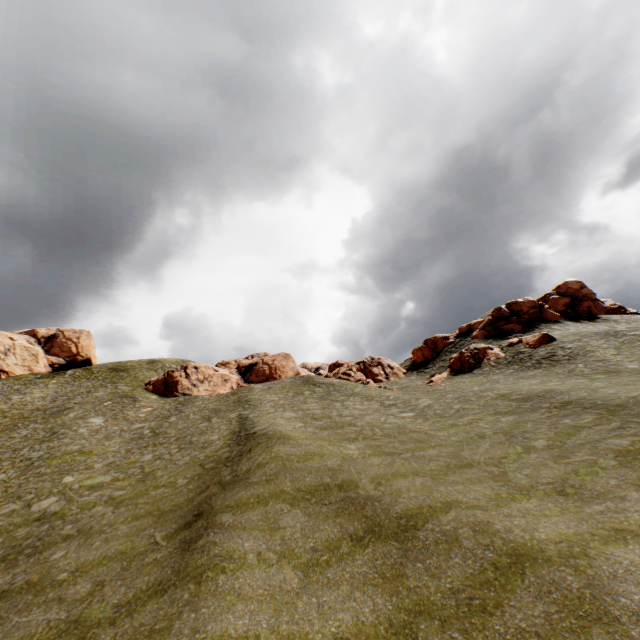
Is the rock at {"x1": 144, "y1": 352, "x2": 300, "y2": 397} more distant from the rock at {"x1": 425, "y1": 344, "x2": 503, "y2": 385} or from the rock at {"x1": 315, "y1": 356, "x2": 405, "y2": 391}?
the rock at {"x1": 425, "y1": 344, "x2": 503, "y2": 385}

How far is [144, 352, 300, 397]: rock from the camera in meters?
49.0 m

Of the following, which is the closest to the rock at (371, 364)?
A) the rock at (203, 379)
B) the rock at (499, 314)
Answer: the rock at (499, 314)

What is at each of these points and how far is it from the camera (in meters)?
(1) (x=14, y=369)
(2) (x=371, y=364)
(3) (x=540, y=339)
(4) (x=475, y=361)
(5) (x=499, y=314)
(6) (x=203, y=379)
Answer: (1) rock, 58.50
(2) rock, 52.16
(3) rock, 35.62
(4) rock, 39.97
(5) rock, 47.62
(6) rock, 52.12

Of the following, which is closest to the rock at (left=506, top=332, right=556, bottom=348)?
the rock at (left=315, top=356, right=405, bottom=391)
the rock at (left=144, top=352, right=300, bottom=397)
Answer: the rock at (left=315, top=356, right=405, bottom=391)

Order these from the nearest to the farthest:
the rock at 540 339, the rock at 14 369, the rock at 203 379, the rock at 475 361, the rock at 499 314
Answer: the rock at 540 339 < the rock at 475 361 < the rock at 499 314 < the rock at 203 379 < the rock at 14 369

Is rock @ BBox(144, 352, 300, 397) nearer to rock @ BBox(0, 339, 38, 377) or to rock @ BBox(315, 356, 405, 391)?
rock @ BBox(315, 356, 405, 391)

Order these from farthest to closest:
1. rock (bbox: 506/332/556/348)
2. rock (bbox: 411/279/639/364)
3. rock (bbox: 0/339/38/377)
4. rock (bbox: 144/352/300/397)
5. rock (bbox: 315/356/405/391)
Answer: rock (bbox: 0/339/38/377) → rock (bbox: 144/352/300/397) → rock (bbox: 411/279/639/364) → rock (bbox: 315/356/405/391) → rock (bbox: 506/332/556/348)
